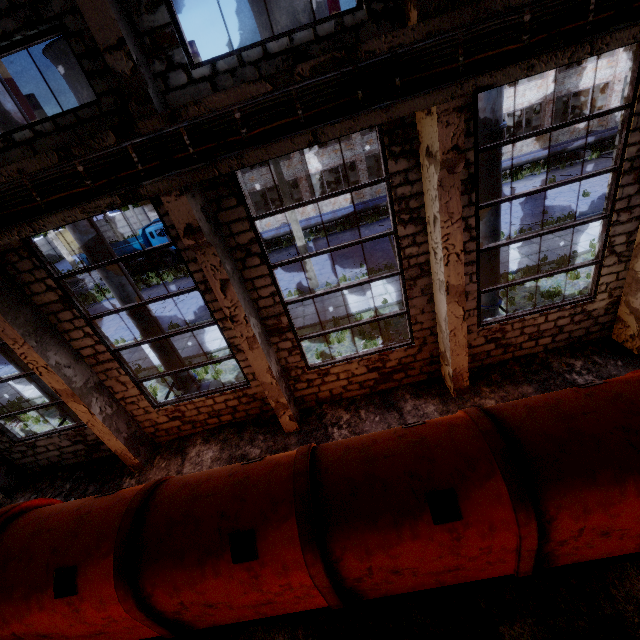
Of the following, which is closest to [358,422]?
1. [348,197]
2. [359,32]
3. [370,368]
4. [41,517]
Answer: [370,368]

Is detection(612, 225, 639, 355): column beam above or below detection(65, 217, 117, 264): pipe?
below

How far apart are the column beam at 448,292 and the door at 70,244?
57.8m

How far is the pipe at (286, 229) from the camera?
23.9m

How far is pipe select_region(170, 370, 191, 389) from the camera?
9.7 meters

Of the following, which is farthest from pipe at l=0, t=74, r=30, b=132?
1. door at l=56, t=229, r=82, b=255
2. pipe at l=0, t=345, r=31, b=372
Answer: door at l=56, t=229, r=82, b=255

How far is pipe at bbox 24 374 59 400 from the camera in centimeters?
946cm

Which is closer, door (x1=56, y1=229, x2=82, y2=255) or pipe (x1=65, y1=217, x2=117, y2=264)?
pipe (x1=65, y1=217, x2=117, y2=264)
